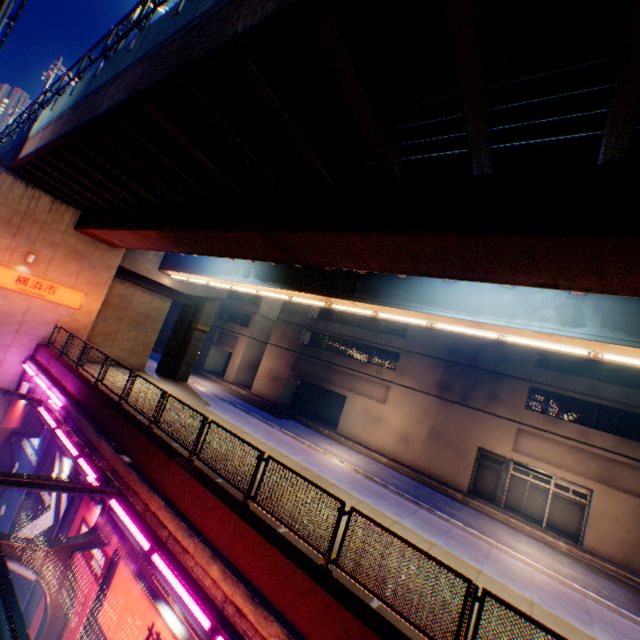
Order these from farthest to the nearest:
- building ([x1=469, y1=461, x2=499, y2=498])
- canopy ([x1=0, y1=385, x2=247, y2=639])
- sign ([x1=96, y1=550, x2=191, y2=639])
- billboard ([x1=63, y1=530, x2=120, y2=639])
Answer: building ([x1=469, y1=461, x2=499, y2=498]) → billboard ([x1=63, y1=530, x2=120, y2=639]) → sign ([x1=96, y1=550, x2=191, y2=639]) → canopy ([x1=0, y1=385, x2=247, y2=639])

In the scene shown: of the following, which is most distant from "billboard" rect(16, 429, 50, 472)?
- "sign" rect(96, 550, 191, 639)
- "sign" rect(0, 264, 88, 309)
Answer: "sign" rect(96, 550, 191, 639)

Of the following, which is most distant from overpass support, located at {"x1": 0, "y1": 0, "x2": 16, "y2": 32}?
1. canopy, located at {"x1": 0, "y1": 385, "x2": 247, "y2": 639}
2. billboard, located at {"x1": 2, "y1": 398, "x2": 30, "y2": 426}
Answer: billboard, located at {"x1": 2, "y1": 398, "x2": 30, "y2": 426}

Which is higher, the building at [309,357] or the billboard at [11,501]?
the building at [309,357]

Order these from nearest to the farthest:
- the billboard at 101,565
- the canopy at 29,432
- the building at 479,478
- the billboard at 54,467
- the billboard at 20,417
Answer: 1. the canopy at 29,432
2. the billboard at 101,565
3. the billboard at 54,467
4. the billboard at 20,417
5. the building at 479,478

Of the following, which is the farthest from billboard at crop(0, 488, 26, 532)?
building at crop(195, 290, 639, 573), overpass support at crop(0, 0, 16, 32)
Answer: building at crop(195, 290, 639, 573)

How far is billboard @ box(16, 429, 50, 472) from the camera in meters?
13.4 m

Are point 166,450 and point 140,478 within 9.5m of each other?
yes
